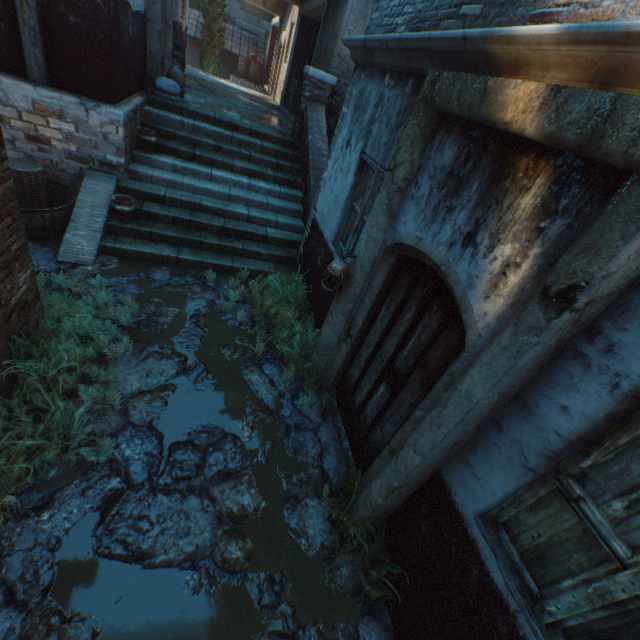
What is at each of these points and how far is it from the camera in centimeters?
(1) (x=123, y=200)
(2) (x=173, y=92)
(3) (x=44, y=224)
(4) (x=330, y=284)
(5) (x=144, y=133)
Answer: (1) ceramic pot, 563cm
(2) burlap sack, 709cm
(3) cask, 504cm
(4) lantern, 376cm
(5) ceramic pot, 616cm

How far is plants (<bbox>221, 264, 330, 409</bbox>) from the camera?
4.4 meters

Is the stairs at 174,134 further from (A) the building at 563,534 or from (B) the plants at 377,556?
(B) the plants at 377,556

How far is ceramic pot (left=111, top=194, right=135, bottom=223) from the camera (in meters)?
5.43

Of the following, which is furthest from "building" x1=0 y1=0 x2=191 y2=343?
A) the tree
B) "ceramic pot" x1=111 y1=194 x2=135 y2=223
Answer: "ceramic pot" x1=111 y1=194 x2=135 y2=223

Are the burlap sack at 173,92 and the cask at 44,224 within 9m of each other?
yes

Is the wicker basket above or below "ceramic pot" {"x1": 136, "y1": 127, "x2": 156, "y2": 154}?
below

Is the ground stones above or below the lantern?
below
